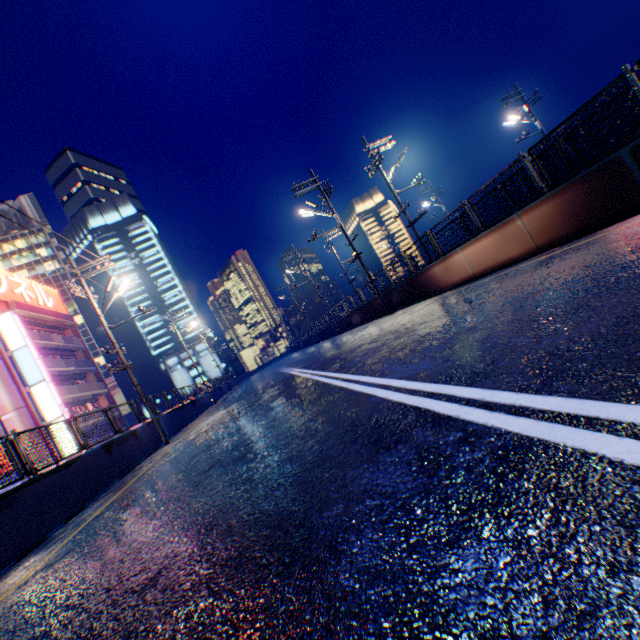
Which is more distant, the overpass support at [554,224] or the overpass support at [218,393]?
the overpass support at [218,393]

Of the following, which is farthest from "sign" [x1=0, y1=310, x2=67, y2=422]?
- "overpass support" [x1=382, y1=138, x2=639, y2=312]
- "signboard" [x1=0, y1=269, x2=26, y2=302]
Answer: "overpass support" [x1=382, y1=138, x2=639, y2=312]

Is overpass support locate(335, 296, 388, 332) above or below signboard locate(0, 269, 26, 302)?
below

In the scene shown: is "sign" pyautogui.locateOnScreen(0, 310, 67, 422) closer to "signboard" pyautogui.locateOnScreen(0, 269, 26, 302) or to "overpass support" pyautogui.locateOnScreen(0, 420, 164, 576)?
"signboard" pyautogui.locateOnScreen(0, 269, 26, 302)

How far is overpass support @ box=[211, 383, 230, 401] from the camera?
34.7 meters

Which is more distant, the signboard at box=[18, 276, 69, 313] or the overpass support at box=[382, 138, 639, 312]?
the signboard at box=[18, 276, 69, 313]

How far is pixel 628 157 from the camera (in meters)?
6.45

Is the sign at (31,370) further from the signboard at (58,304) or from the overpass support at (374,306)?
the overpass support at (374,306)
